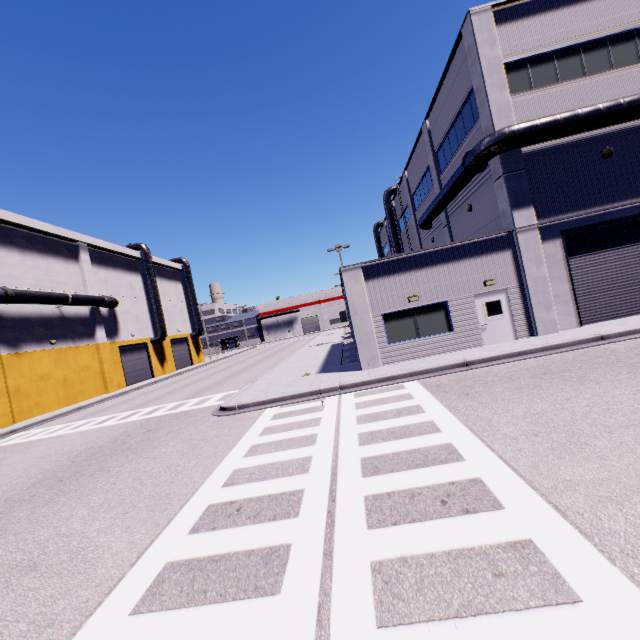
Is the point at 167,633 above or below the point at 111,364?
below

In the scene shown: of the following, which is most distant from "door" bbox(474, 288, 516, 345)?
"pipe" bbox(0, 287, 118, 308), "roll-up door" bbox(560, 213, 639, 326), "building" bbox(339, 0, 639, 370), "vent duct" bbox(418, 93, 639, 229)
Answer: "pipe" bbox(0, 287, 118, 308)

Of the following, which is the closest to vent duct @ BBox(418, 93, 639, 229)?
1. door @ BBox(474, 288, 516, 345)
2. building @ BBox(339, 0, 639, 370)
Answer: building @ BBox(339, 0, 639, 370)

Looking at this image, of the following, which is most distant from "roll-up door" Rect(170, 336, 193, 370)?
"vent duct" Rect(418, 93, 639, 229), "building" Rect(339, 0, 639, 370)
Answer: "vent duct" Rect(418, 93, 639, 229)

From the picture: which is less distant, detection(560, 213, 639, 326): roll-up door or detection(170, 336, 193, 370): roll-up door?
detection(560, 213, 639, 326): roll-up door

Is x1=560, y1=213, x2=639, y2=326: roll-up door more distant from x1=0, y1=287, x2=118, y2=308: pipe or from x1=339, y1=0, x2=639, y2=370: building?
x1=0, y1=287, x2=118, y2=308: pipe

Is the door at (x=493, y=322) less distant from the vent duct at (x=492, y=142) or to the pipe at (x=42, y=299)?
the vent duct at (x=492, y=142)

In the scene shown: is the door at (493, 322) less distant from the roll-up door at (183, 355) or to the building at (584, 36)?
the building at (584, 36)
